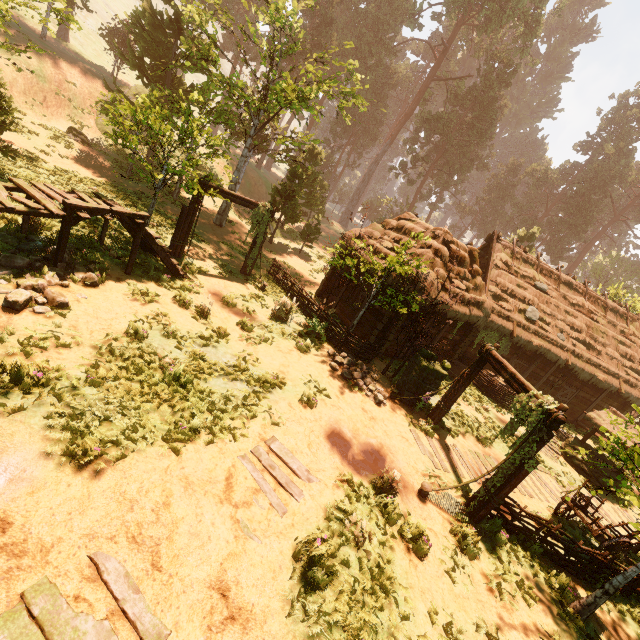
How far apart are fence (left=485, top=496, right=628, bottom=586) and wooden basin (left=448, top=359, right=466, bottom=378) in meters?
9.2 m

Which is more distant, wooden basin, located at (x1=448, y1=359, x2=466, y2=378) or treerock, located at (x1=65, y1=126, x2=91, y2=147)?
treerock, located at (x1=65, y1=126, x2=91, y2=147)

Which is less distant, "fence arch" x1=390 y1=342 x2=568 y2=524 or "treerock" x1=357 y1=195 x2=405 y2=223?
"fence arch" x1=390 y1=342 x2=568 y2=524

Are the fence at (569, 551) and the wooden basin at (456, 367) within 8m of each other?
no

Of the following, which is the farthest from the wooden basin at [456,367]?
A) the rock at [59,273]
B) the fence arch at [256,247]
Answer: the rock at [59,273]

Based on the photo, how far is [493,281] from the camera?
19.3 meters

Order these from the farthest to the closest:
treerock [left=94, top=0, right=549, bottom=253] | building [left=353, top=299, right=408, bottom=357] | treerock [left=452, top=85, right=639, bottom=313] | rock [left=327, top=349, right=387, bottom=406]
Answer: treerock [left=452, top=85, right=639, bottom=313], treerock [left=94, top=0, right=549, bottom=253], building [left=353, top=299, right=408, bottom=357], rock [left=327, top=349, right=387, bottom=406]

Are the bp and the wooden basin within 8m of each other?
yes
